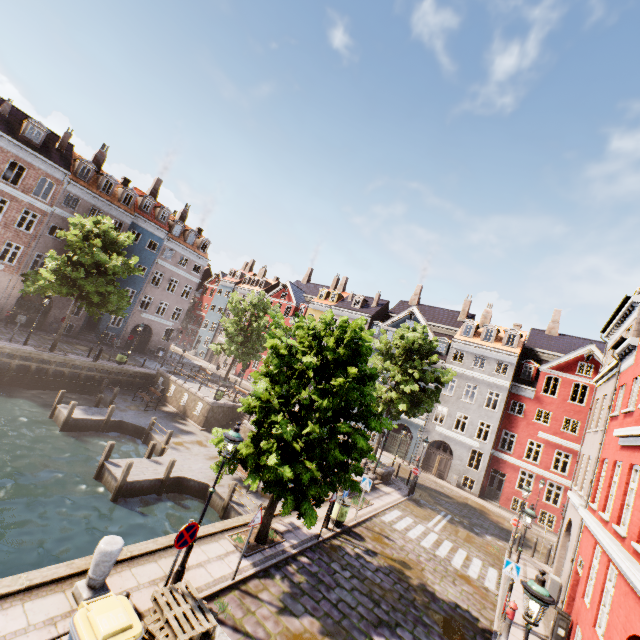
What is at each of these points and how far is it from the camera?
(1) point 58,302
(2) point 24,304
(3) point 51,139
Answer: (1) building, 29.7m
(2) building, 28.0m
(3) building, 28.5m

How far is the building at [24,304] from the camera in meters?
27.7

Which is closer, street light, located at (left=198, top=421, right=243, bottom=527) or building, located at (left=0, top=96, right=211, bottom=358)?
street light, located at (left=198, top=421, right=243, bottom=527)

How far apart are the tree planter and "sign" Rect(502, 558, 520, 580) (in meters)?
7.78

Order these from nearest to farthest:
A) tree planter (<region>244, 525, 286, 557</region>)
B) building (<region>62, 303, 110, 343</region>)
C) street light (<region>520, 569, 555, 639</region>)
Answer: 1. street light (<region>520, 569, 555, 639</region>)
2. tree planter (<region>244, 525, 286, 557</region>)
3. building (<region>62, 303, 110, 343</region>)

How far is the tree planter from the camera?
9.66m

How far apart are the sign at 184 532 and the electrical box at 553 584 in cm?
1558

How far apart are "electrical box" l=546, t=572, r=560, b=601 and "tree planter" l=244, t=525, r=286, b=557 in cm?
1180
